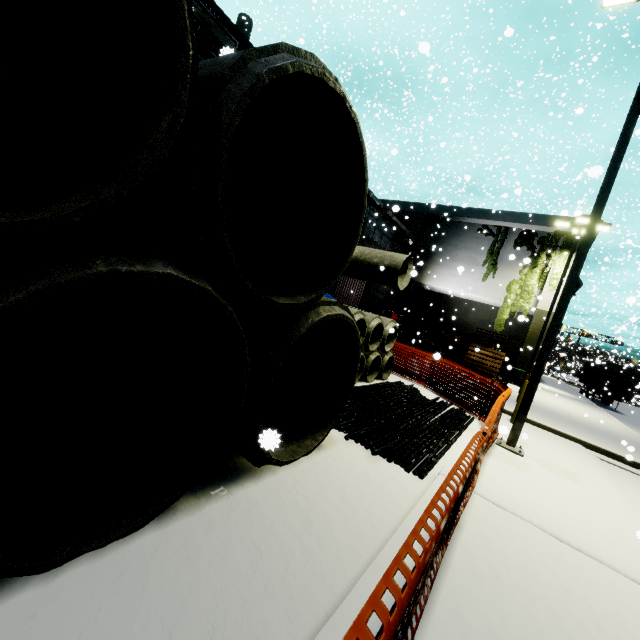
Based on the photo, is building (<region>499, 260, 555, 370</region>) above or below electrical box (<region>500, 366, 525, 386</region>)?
above

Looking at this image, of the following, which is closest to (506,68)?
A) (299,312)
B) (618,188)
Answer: (618,188)

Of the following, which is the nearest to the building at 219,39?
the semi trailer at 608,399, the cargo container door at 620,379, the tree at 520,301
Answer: the tree at 520,301

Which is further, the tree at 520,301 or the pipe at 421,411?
the tree at 520,301

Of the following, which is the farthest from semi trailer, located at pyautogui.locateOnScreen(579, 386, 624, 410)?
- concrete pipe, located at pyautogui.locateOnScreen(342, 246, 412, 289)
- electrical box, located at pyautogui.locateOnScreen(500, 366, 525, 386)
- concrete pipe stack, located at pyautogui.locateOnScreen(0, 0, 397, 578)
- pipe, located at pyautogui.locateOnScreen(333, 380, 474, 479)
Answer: pipe, located at pyautogui.locateOnScreen(333, 380, 474, 479)

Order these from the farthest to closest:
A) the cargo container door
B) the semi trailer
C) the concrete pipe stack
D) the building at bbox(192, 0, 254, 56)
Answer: the semi trailer
the cargo container door
the building at bbox(192, 0, 254, 56)
the concrete pipe stack

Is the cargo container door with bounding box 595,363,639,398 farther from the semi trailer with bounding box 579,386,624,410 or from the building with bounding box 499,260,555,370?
the building with bounding box 499,260,555,370

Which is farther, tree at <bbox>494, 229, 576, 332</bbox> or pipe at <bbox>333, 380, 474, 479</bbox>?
tree at <bbox>494, 229, 576, 332</bbox>
